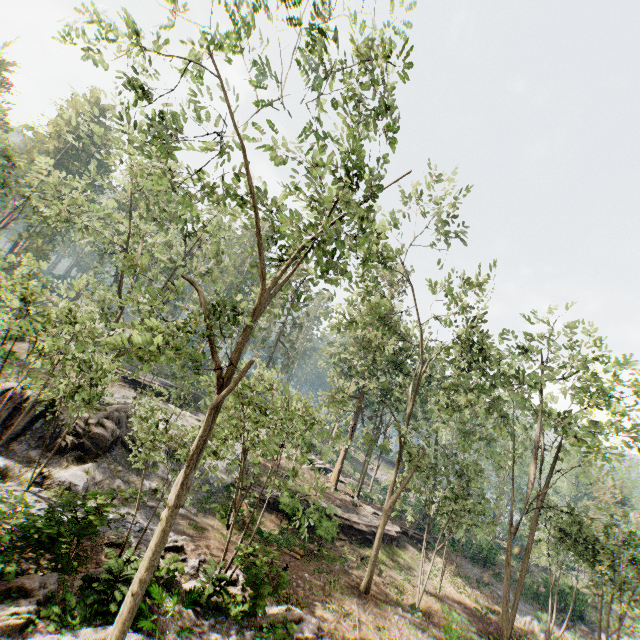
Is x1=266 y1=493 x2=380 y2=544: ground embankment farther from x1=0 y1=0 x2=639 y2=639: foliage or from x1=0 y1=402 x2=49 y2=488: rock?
x1=0 y1=402 x2=49 y2=488: rock

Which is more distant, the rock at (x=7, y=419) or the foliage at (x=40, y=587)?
the rock at (x=7, y=419)

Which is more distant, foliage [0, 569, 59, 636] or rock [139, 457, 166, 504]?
rock [139, 457, 166, 504]

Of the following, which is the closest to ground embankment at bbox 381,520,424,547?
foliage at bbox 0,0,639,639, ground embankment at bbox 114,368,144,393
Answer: foliage at bbox 0,0,639,639

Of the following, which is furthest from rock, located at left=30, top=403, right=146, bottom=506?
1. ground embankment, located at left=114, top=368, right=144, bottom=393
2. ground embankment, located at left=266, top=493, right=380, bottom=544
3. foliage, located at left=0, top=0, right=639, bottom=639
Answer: ground embankment, located at left=114, top=368, right=144, bottom=393

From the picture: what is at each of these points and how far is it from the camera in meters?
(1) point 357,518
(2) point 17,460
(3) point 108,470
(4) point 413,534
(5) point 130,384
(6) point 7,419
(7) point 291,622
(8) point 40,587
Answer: (1) ground embankment, 27.1
(2) rock, 15.5
(3) rock, 18.0
(4) ground embankment, 30.8
(5) ground embankment, 33.5
(6) rock, 16.0
(7) foliage, 11.2
(8) foliage, 9.6

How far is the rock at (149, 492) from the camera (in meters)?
18.36
